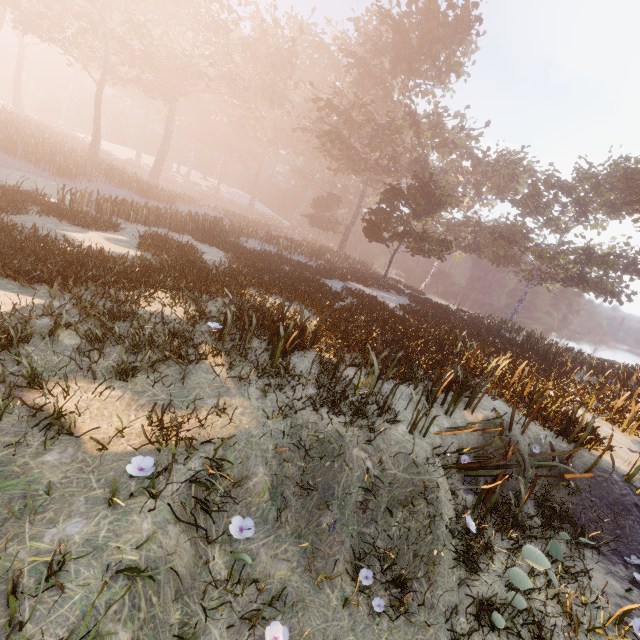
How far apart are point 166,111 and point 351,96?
33.80m

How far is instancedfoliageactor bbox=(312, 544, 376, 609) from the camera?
3.79m

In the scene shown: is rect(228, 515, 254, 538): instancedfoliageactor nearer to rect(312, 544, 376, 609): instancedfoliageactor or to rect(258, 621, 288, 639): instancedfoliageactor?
rect(258, 621, 288, 639): instancedfoliageactor

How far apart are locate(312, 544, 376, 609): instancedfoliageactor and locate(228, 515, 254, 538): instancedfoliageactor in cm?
144

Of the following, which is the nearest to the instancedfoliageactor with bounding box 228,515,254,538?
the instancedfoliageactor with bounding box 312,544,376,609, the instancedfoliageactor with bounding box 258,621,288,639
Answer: the instancedfoliageactor with bounding box 258,621,288,639

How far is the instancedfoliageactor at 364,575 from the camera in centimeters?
379cm

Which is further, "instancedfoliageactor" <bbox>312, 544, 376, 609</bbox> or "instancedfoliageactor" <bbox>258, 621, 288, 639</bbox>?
"instancedfoliageactor" <bbox>312, 544, 376, 609</bbox>

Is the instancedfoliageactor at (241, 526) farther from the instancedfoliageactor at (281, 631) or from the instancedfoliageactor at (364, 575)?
the instancedfoliageactor at (364, 575)
